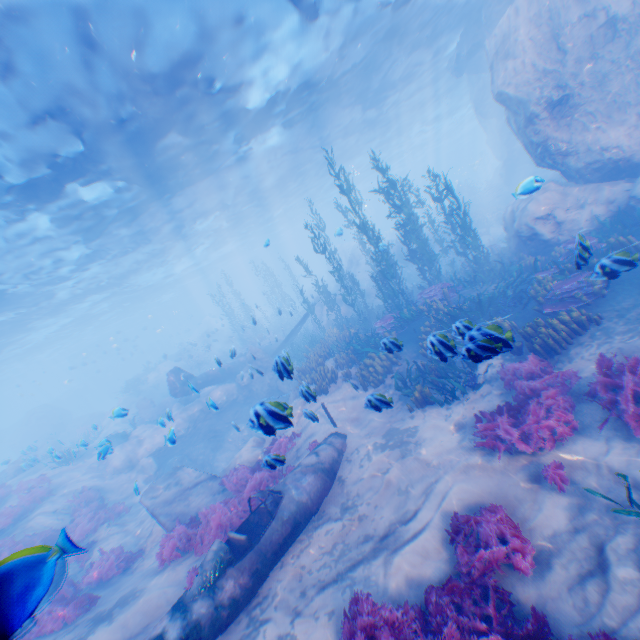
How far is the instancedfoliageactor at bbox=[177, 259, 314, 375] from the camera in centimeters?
2745cm

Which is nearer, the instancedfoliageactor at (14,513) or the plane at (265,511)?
the plane at (265,511)

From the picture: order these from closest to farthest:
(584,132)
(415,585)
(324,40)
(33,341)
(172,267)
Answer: (415,585), (584,132), (324,40), (33,341), (172,267)

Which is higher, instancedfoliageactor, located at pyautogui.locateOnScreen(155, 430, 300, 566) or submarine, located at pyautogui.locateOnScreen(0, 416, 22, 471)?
submarine, located at pyautogui.locateOnScreen(0, 416, 22, 471)

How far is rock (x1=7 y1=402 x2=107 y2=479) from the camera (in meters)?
20.75

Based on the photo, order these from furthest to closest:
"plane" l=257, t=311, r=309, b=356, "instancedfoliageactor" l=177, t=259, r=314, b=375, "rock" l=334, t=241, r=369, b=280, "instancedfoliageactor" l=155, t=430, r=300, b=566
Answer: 1. "rock" l=334, t=241, r=369, b=280
2. "instancedfoliageactor" l=177, t=259, r=314, b=375
3. "plane" l=257, t=311, r=309, b=356
4. "instancedfoliageactor" l=155, t=430, r=300, b=566

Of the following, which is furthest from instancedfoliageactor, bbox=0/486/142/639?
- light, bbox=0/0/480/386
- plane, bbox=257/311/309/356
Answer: light, bbox=0/0/480/386

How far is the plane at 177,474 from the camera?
9.61m
